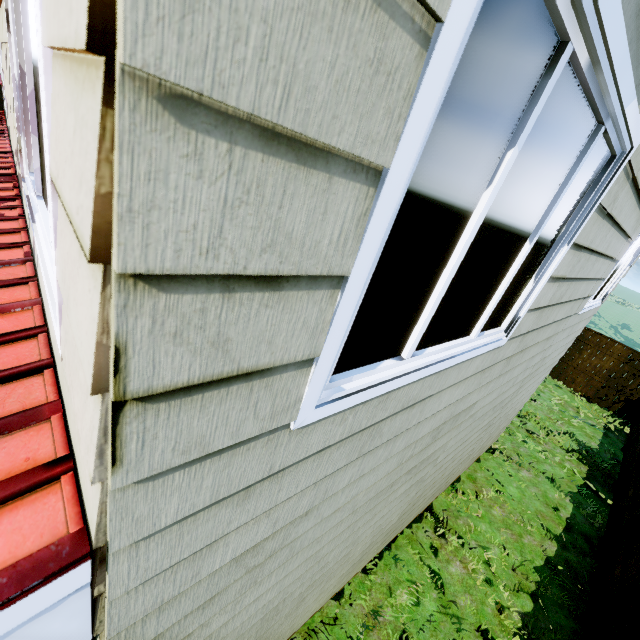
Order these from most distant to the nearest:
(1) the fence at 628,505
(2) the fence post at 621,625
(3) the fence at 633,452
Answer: (3) the fence at 633,452 → (1) the fence at 628,505 → (2) the fence post at 621,625

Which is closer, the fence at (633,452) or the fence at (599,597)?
the fence at (599,597)

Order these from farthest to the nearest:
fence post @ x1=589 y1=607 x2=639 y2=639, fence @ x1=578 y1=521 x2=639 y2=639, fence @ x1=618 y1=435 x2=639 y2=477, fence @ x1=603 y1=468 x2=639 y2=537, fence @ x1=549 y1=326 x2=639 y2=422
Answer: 1. fence @ x1=549 y1=326 x2=639 y2=422
2. fence @ x1=618 y1=435 x2=639 y2=477
3. fence @ x1=603 y1=468 x2=639 y2=537
4. fence @ x1=578 y1=521 x2=639 y2=639
5. fence post @ x1=589 y1=607 x2=639 y2=639

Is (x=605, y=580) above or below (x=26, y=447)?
below

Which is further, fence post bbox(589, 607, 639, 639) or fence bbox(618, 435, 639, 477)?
fence bbox(618, 435, 639, 477)

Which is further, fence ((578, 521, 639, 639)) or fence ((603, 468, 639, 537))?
fence ((603, 468, 639, 537))
